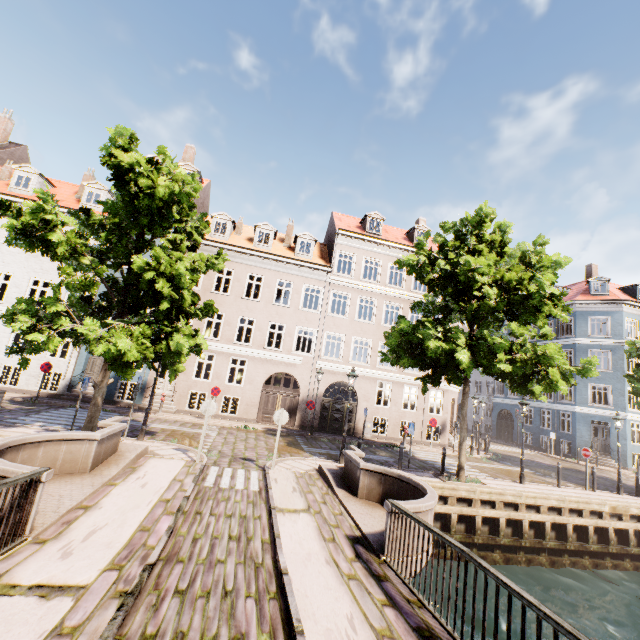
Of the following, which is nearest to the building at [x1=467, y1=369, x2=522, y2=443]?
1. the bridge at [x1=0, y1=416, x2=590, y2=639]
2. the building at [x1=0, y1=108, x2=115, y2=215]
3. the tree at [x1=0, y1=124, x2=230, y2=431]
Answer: the tree at [x1=0, y1=124, x2=230, y2=431]

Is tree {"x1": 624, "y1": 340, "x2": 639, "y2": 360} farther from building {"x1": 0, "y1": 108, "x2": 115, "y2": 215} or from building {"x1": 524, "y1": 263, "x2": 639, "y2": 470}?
building {"x1": 524, "y1": 263, "x2": 639, "y2": 470}

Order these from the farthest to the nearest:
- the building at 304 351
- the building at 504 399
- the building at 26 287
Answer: the building at 504 399, the building at 304 351, the building at 26 287

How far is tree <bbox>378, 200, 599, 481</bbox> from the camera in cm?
1067

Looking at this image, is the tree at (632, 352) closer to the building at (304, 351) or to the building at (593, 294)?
the building at (304, 351)

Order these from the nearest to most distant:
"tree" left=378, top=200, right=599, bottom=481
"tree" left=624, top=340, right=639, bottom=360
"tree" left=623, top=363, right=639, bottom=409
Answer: "tree" left=378, top=200, right=599, bottom=481
"tree" left=623, top=363, right=639, bottom=409
"tree" left=624, top=340, right=639, bottom=360

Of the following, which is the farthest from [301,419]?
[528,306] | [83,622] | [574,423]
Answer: [574,423]
